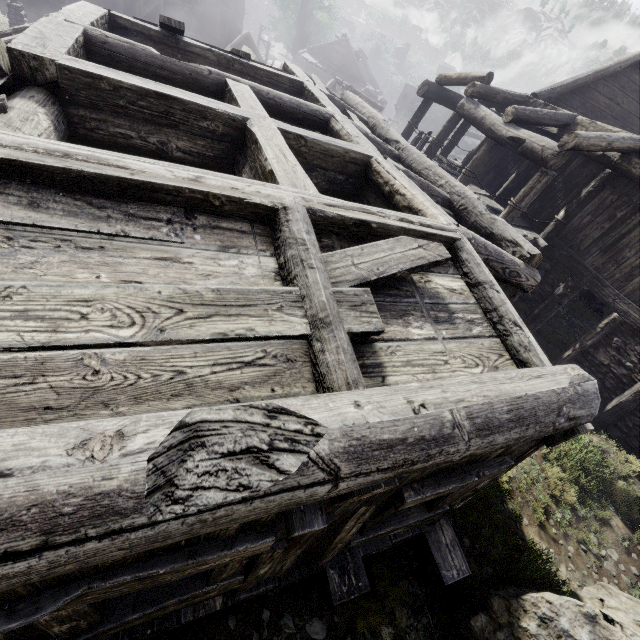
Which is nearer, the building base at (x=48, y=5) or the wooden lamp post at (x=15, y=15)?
the wooden lamp post at (x=15, y=15)

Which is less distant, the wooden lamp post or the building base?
the wooden lamp post

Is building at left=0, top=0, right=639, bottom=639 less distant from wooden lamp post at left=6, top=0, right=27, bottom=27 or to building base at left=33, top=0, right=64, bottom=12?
wooden lamp post at left=6, top=0, right=27, bottom=27

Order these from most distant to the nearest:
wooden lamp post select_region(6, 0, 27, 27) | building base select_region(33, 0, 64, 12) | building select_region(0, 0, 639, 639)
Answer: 1. building base select_region(33, 0, 64, 12)
2. wooden lamp post select_region(6, 0, 27, 27)
3. building select_region(0, 0, 639, 639)

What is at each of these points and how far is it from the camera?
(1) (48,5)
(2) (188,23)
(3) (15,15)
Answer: (1) building base, 24.61m
(2) building, 35.34m
(3) wooden lamp post, 15.54m

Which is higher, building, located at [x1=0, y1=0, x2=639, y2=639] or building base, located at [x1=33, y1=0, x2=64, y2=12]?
building, located at [x1=0, y1=0, x2=639, y2=639]

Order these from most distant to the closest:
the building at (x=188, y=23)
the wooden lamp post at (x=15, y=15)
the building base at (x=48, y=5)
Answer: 1. the building base at (x=48, y=5)
2. the wooden lamp post at (x=15, y=15)
3. the building at (x=188, y=23)
